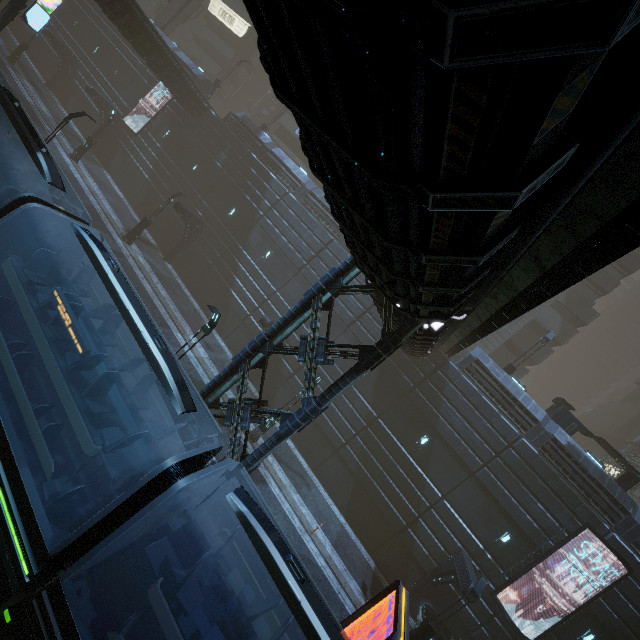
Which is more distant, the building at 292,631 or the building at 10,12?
the building at 10,12

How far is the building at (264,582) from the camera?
11.25m

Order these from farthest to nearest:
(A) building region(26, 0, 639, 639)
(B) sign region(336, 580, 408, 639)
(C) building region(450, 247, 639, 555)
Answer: (C) building region(450, 247, 639, 555), (B) sign region(336, 580, 408, 639), (A) building region(26, 0, 639, 639)

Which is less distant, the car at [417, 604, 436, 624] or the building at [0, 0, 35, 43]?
the car at [417, 604, 436, 624]

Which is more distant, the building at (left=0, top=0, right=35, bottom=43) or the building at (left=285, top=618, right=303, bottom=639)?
the building at (left=0, top=0, right=35, bottom=43)

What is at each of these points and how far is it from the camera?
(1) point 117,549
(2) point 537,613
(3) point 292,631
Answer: (1) train, 6.5m
(2) building, 17.6m
(3) building, 10.8m

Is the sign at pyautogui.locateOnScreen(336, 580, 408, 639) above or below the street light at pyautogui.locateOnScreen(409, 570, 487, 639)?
above

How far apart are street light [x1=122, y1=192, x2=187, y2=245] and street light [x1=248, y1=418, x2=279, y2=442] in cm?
1669
